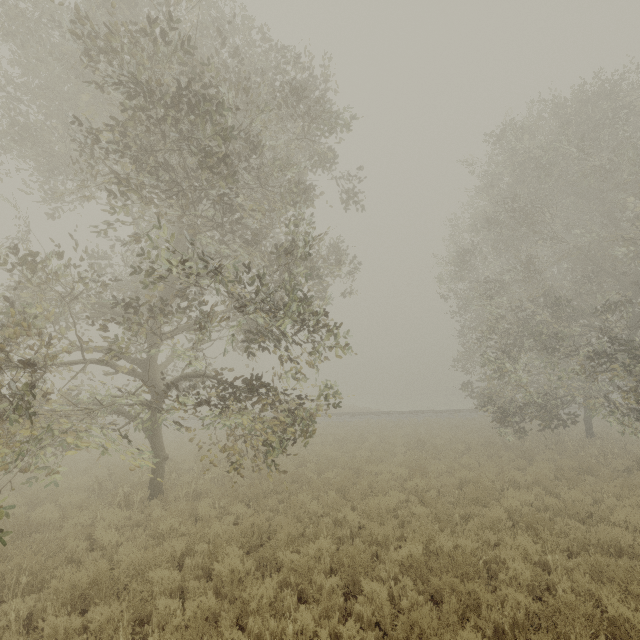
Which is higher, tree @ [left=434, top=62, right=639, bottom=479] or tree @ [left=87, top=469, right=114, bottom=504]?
tree @ [left=434, top=62, right=639, bottom=479]

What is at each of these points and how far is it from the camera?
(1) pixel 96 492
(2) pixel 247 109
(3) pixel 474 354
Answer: (1) tree, 10.4 meters
(2) tree, 6.3 meters
(3) tree, 22.2 meters

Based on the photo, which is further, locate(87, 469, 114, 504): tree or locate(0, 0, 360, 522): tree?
locate(87, 469, 114, 504): tree

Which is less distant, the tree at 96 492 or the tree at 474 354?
the tree at 96 492

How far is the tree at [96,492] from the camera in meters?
10.1 m

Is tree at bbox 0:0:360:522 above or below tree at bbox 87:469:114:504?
above

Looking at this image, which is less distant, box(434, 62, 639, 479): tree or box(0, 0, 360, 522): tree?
box(0, 0, 360, 522): tree
